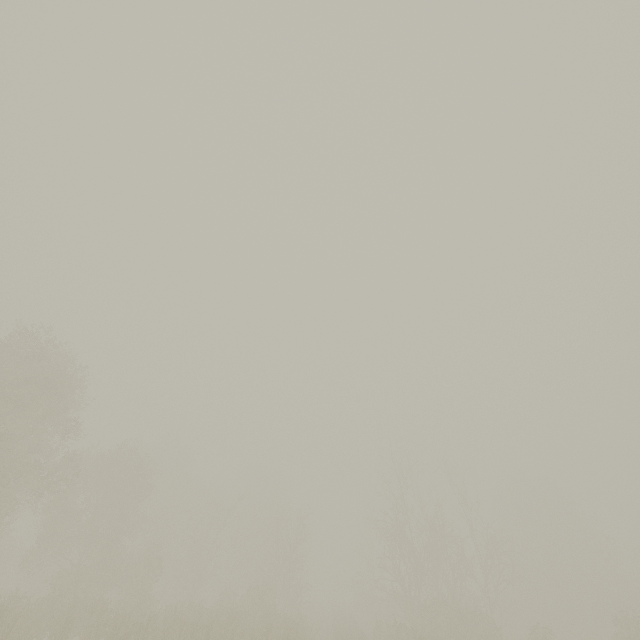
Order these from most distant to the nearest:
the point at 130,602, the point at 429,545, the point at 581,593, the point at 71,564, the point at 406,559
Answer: the point at 581,593 → the point at 429,545 → the point at 406,559 → the point at 71,564 → the point at 130,602
